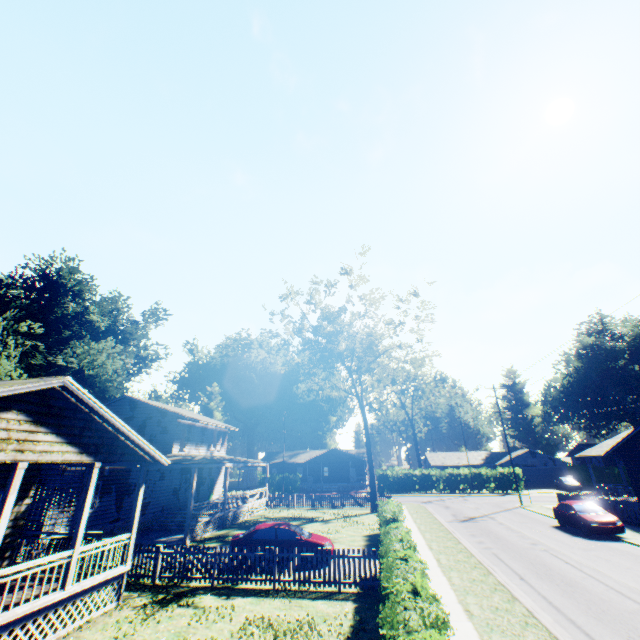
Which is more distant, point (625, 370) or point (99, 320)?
point (625, 370)

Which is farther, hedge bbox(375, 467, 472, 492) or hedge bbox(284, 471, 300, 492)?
hedge bbox(284, 471, 300, 492)

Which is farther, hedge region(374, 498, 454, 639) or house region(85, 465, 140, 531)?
house region(85, 465, 140, 531)

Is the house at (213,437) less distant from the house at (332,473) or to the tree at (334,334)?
the tree at (334,334)

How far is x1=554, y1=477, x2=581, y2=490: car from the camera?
44.2 meters

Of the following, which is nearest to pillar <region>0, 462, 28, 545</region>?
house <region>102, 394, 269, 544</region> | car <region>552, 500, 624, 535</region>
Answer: house <region>102, 394, 269, 544</region>

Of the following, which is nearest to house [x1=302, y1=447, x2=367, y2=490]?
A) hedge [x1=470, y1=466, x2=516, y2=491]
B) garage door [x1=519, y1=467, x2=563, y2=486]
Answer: hedge [x1=470, y1=466, x2=516, y2=491]

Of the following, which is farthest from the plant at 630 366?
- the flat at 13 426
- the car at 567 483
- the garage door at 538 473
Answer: the garage door at 538 473
